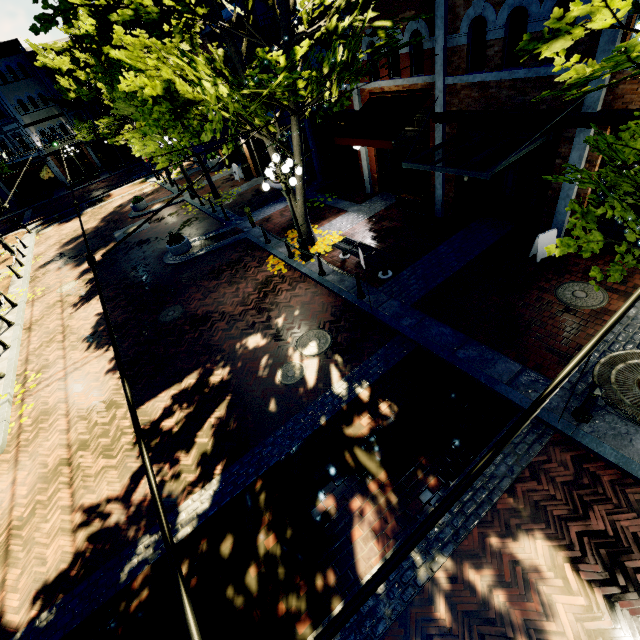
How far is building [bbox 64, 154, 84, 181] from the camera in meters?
35.9 m

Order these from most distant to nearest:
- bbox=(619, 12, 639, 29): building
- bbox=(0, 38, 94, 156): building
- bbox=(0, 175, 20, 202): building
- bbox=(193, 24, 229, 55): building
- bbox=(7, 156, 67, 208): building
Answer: bbox=(7, 156, 67, 208): building < bbox=(0, 175, 20, 202): building < bbox=(0, 38, 94, 156): building < bbox=(193, 24, 229, 55): building < bbox=(619, 12, 639, 29): building

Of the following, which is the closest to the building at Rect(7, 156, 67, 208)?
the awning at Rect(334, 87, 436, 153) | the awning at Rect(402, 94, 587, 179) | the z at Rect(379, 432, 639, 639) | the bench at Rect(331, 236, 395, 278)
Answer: the awning at Rect(334, 87, 436, 153)

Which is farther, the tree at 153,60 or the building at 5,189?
the building at 5,189

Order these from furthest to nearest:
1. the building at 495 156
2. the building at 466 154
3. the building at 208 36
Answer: the building at 208 36 < the building at 466 154 < the building at 495 156

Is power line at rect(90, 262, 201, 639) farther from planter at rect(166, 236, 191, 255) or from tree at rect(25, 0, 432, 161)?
planter at rect(166, 236, 191, 255)

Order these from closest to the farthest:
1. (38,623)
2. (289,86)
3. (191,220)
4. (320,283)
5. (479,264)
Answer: (38,623) → (289,86) → (479,264) → (320,283) → (191,220)

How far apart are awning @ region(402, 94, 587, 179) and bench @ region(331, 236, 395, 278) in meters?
2.4
